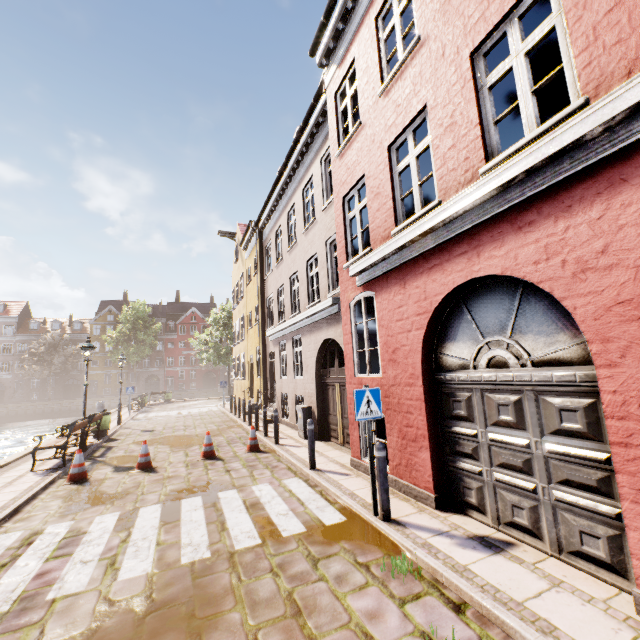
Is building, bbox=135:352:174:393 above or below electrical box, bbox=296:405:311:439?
above

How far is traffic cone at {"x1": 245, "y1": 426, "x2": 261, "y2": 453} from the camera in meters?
9.9 m

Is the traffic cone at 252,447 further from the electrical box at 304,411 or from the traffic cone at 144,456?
the traffic cone at 144,456

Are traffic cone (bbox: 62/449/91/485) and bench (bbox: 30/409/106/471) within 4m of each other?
yes

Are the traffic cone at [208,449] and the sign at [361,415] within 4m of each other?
no

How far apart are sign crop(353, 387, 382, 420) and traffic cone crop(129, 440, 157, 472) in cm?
659

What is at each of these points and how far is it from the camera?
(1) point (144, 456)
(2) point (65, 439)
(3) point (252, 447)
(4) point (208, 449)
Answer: (1) traffic cone, 8.6m
(2) bench, 10.0m
(3) traffic cone, 9.9m
(4) traffic cone, 9.4m

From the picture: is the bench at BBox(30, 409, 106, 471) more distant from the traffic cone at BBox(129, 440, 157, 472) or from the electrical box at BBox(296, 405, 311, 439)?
the electrical box at BBox(296, 405, 311, 439)
